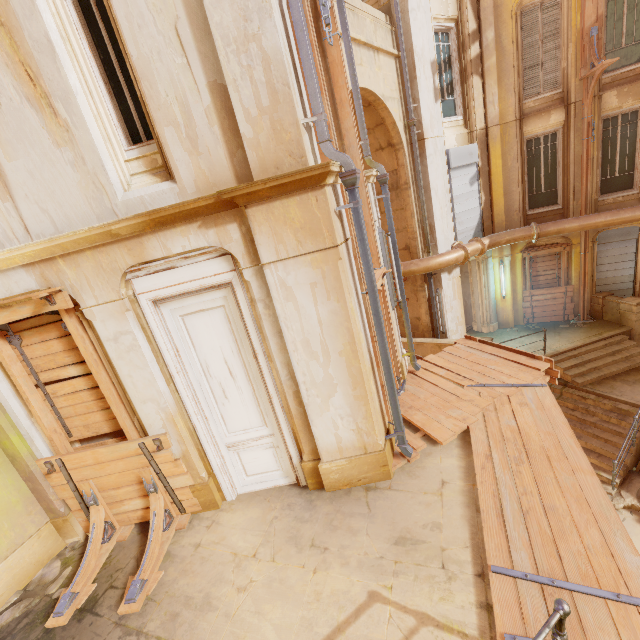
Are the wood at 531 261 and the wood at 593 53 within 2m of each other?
no

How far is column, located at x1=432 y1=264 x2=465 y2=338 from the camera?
11.54m

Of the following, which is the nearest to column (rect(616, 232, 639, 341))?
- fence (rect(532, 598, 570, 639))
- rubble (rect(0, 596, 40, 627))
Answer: fence (rect(532, 598, 570, 639))

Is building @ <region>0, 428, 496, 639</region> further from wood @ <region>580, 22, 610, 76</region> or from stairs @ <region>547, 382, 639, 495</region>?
wood @ <region>580, 22, 610, 76</region>

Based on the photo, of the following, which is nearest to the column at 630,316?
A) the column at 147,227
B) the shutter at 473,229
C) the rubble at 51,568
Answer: the shutter at 473,229

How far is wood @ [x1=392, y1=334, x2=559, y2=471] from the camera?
5.8m

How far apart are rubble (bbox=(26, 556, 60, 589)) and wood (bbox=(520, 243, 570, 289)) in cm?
1547

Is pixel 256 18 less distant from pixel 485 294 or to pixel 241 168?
pixel 241 168
